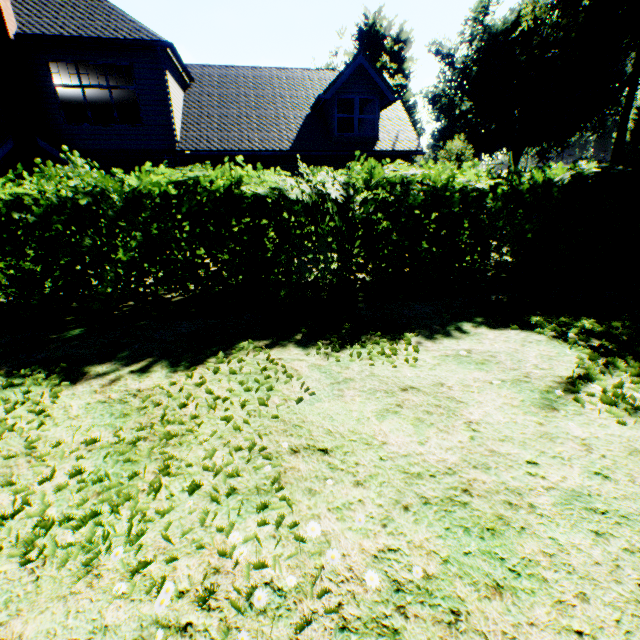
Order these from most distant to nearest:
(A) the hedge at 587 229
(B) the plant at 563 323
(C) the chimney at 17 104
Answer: (C) the chimney at 17 104 → (A) the hedge at 587 229 → (B) the plant at 563 323

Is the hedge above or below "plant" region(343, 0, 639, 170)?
below

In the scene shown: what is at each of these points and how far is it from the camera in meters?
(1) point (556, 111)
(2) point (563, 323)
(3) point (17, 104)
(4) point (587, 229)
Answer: (1) plant, 45.9 m
(2) plant, 4.8 m
(3) chimney, 11.2 m
(4) hedge, 6.6 m

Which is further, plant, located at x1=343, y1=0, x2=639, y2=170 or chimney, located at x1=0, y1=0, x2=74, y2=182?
plant, located at x1=343, y1=0, x2=639, y2=170

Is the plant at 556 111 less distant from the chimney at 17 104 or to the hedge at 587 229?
the hedge at 587 229

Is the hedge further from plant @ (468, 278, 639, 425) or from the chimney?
plant @ (468, 278, 639, 425)

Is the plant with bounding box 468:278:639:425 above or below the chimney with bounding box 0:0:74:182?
below

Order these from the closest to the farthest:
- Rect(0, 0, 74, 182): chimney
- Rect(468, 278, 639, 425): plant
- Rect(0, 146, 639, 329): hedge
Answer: Rect(468, 278, 639, 425): plant → Rect(0, 146, 639, 329): hedge → Rect(0, 0, 74, 182): chimney
